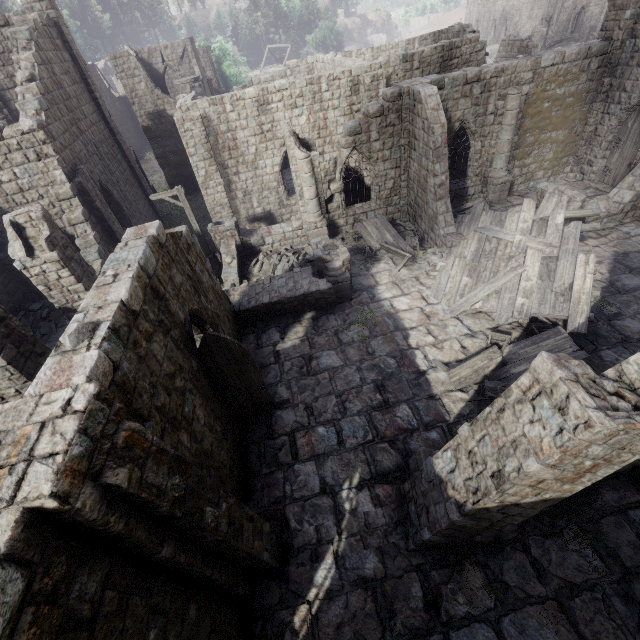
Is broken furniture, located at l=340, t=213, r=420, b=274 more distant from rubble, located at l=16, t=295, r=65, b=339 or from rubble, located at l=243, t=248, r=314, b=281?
rubble, located at l=16, t=295, r=65, b=339

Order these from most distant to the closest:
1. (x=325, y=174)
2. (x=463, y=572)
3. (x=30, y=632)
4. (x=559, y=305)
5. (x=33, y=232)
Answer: (x=325, y=174) → (x=33, y=232) → (x=559, y=305) → (x=463, y=572) → (x=30, y=632)

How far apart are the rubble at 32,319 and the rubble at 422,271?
16.6 meters

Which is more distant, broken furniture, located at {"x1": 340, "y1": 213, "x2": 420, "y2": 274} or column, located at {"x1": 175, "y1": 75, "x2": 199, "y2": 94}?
column, located at {"x1": 175, "y1": 75, "x2": 199, "y2": 94}

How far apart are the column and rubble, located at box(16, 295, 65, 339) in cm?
2130

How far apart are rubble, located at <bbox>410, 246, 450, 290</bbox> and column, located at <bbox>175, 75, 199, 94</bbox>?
24.7 meters

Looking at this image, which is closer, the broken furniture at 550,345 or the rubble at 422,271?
the broken furniture at 550,345

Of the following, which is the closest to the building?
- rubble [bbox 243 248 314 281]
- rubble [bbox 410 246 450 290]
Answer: rubble [bbox 243 248 314 281]
